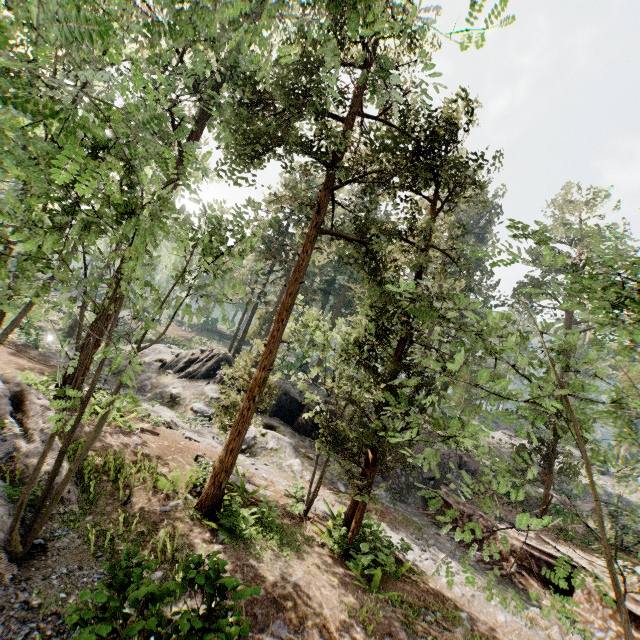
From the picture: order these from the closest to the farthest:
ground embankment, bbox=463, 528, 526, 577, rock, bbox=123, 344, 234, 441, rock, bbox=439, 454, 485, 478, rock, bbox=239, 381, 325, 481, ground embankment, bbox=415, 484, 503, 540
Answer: ground embankment, bbox=463, 528, 526, 577 → ground embankment, bbox=415, 484, 503, 540 → rock, bbox=239, 381, 325, 481 → rock, bbox=123, 344, 234, 441 → rock, bbox=439, 454, 485, 478

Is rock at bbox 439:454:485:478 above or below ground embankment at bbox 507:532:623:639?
above

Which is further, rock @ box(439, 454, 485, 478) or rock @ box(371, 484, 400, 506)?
rock @ box(439, 454, 485, 478)

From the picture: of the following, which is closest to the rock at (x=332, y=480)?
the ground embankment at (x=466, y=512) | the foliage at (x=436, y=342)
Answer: the ground embankment at (x=466, y=512)

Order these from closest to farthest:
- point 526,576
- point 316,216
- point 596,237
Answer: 1. point 316,216
2. point 526,576
3. point 596,237

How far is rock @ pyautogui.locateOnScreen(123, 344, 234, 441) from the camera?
21.7 meters
